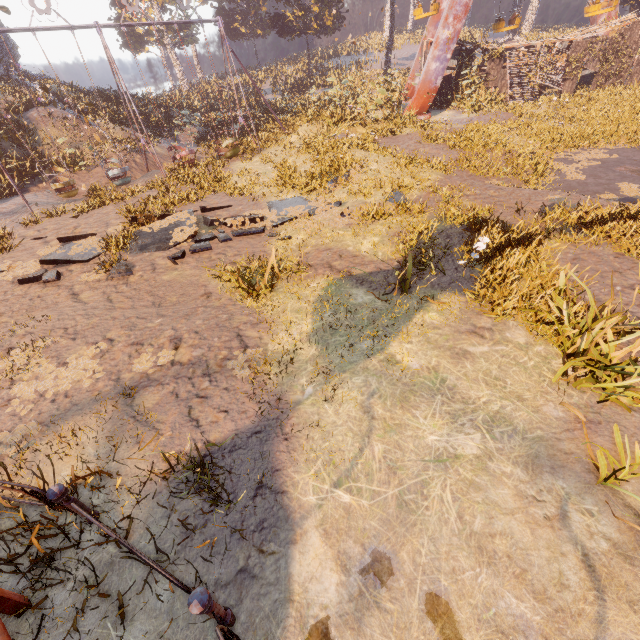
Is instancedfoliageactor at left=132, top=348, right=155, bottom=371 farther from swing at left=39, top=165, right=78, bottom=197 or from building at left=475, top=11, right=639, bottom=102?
building at left=475, top=11, right=639, bottom=102

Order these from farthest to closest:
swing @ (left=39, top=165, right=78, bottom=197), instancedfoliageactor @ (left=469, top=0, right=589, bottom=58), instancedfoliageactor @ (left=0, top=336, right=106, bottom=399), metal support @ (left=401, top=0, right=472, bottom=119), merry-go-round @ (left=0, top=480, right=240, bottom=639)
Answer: instancedfoliageactor @ (left=469, top=0, right=589, bottom=58)
metal support @ (left=401, top=0, right=472, bottom=119)
swing @ (left=39, top=165, right=78, bottom=197)
instancedfoliageactor @ (left=0, top=336, right=106, bottom=399)
merry-go-round @ (left=0, top=480, right=240, bottom=639)

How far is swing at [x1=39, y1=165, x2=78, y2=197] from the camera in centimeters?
1503cm

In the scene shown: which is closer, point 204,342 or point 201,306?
point 204,342

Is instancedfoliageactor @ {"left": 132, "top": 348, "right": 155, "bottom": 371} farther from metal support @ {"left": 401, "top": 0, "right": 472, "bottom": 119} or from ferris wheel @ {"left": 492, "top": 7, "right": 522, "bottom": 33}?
ferris wheel @ {"left": 492, "top": 7, "right": 522, "bottom": 33}

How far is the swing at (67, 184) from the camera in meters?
15.0 m

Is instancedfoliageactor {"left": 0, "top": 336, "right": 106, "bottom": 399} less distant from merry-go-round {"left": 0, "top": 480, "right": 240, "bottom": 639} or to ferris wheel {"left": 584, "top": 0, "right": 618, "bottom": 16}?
merry-go-round {"left": 0, "top": 480, "right": 240, "bottom": 639}

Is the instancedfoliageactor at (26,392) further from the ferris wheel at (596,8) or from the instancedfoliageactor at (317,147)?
the ferris wheel at (596,8)
